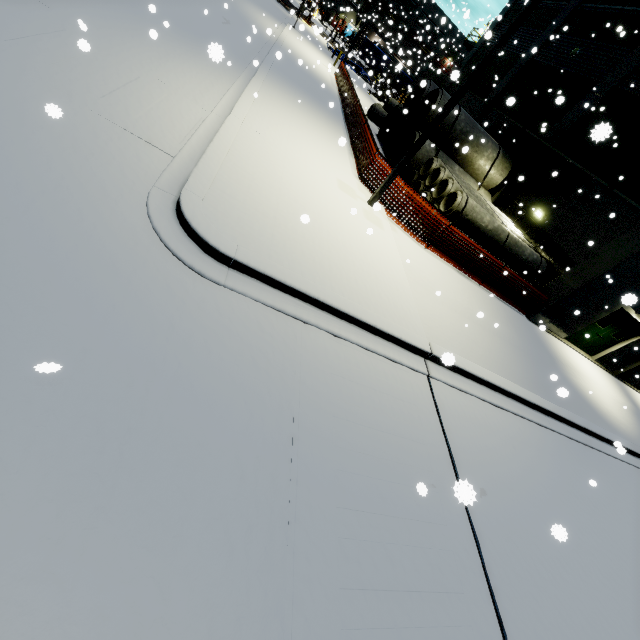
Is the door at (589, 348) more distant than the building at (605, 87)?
Yes

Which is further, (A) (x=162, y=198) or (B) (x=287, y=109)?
(B) (x=287, y=109)

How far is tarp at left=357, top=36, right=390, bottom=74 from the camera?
38.0m

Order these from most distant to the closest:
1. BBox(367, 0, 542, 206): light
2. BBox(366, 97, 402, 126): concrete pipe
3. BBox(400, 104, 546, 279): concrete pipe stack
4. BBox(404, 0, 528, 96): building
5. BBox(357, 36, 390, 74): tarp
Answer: BBox(357, 36, 390, 74): tarp < BBox(404, 0, 528, 96): building < BBox(366, 97, 402, 126): concrete pipe < BBox(400, 104, 546, 279): concrete pipe stack < BBox(367, 0, 542, 206): light

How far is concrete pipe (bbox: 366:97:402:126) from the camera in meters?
21.4

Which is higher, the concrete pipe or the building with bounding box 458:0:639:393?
the building with bounding box 458:0:639:393

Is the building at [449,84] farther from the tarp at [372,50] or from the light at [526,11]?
the light at [526,11]

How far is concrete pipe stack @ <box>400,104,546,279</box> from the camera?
11.9 meters
